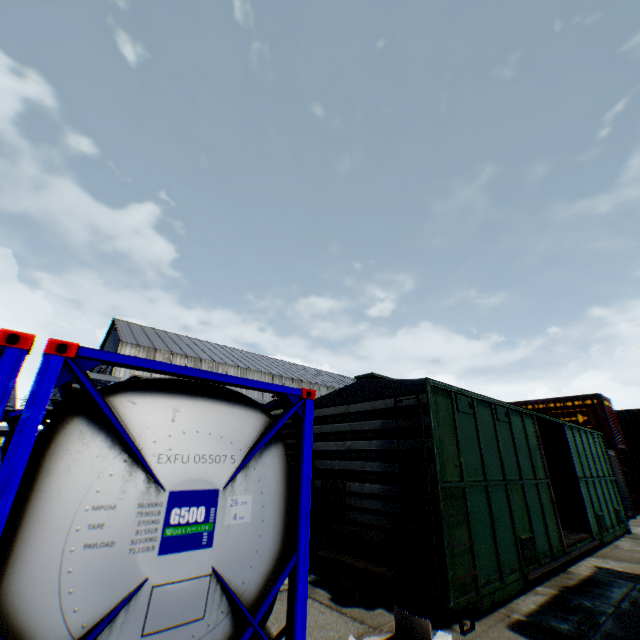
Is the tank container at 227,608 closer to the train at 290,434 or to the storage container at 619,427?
the train at 290,434

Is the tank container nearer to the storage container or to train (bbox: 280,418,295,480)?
train (bbox: 280,418,295,480)

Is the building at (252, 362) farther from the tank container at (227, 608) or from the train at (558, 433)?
the train at (558, 433)

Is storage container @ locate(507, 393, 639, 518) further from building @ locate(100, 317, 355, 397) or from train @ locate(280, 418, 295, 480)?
building @ locate(100, 317, 355, 397)

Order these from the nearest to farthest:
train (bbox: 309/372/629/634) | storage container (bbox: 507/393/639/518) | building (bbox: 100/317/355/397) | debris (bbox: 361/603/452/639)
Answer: debris (bbox: 361/603/452/639) < train (bbox: 309/372/629/634) < storage container (bbox: 507/393/639/518) < building (bbox: 100/317/355/397)

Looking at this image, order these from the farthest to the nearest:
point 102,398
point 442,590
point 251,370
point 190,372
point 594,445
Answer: point 251,370 < point 594,445 < point 442,590 < point 190,372 < point 102,398

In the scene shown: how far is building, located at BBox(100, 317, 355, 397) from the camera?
30.4m

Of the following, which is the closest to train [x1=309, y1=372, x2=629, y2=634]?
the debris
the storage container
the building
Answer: the debris
